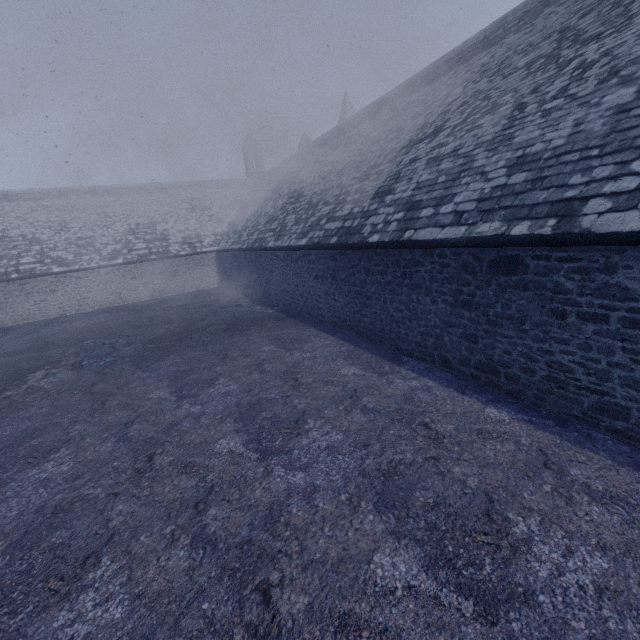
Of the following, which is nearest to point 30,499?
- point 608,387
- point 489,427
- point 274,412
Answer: point 274,412
